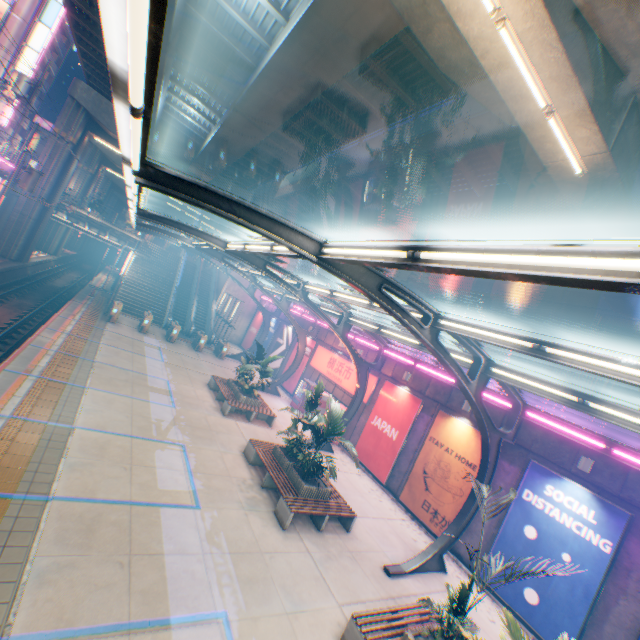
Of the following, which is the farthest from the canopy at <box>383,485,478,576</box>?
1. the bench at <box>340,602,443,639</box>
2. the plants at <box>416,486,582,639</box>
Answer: the plants at <box>416,486,582,639</box>

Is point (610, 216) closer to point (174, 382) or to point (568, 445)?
point (568, 445)

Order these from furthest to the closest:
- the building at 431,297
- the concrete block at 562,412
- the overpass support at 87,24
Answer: the building at 431,297
the overpass support at 87,24
the concrete block at 562,412

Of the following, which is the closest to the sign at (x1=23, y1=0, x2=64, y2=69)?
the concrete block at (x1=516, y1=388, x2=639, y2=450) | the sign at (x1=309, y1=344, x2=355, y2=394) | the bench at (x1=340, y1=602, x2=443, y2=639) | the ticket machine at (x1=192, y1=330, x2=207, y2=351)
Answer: the concrete block at (x1=516, y1=388, x2=639, y2=450)

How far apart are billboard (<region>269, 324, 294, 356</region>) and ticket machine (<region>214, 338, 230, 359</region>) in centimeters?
400cm

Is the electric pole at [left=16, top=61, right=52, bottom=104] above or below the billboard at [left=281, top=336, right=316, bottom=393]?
above

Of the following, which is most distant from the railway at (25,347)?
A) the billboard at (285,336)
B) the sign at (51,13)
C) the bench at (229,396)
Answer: the sign at (51,13)

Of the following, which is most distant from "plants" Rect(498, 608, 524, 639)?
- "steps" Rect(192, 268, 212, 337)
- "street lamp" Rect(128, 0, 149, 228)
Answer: "steps" Rect(192, 268, 212, 337)
